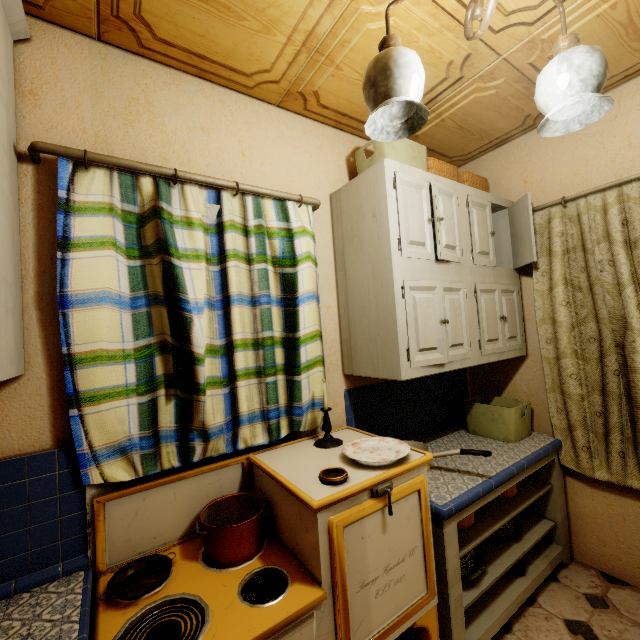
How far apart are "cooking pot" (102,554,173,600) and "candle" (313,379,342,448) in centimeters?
75cm

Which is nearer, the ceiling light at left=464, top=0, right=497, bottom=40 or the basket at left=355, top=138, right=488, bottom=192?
the ceiling light at left=464, top=0, right=497, bottom=40

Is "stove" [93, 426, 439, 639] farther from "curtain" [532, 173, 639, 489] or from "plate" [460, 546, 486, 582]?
"curtain" [532, 173, 639, 489]

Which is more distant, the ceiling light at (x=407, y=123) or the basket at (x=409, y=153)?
the basket at (x=409, y=153)

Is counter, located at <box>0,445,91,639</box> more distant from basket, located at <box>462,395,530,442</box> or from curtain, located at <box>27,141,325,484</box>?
basket, located at <box>462,395,530,442</box>

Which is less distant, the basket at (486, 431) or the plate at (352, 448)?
the plate at (352, 448)

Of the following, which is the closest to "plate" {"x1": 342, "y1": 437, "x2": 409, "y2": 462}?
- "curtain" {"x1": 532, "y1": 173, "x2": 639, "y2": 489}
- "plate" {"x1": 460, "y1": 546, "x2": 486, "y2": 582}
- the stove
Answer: the stove

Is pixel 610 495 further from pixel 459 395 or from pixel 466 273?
pixel 466 273
